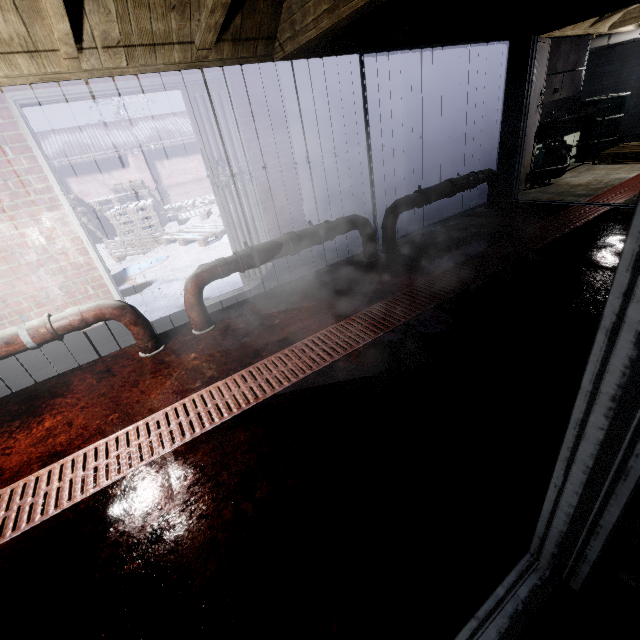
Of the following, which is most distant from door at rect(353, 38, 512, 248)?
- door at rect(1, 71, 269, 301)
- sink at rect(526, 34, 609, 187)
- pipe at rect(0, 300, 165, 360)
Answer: pipe at rect(0, 300, 165, 360)

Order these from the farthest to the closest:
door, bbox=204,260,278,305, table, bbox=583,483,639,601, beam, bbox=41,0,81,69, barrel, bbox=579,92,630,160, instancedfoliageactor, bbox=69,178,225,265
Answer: instancedfoliageactor, bbox=69,178,225,265, barrel, bbox=579,92,630,160, door, bbox=204,260,278,305, beam, bbox=41,0,81,69, table, bbox=583,483,639,601

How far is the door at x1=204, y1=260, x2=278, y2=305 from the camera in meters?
3.5 m

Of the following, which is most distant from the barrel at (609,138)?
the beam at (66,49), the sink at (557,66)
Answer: the beam at (66,49)

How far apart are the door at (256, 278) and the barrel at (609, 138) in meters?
6.6

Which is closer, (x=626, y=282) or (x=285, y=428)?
(x=626, y=282)

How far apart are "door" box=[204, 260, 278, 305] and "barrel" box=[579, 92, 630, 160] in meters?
6.6 m

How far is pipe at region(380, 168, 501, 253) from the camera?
3.7 meters
